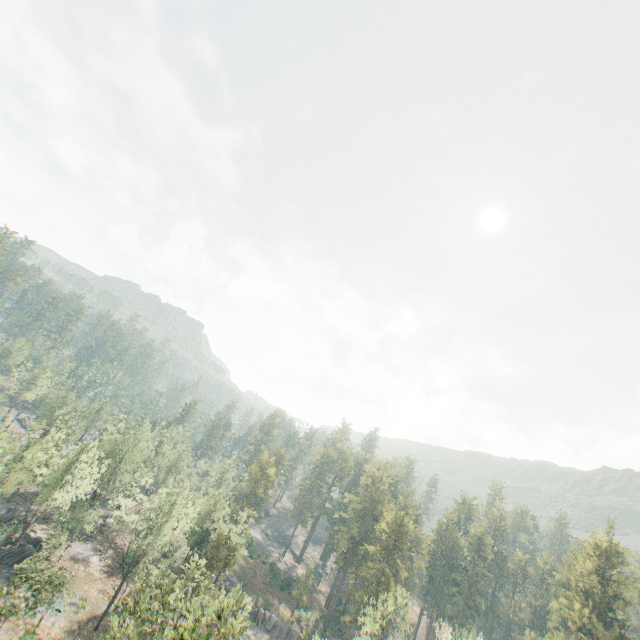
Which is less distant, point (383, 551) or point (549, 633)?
point (383, 551)

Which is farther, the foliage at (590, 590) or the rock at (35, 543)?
the foliage at (590, 590)

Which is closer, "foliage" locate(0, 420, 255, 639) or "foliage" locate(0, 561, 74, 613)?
"foliage" locate(0, 420, 255, 639)

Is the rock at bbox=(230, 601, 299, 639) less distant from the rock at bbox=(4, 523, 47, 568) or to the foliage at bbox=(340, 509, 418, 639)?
the foliage at bbox=(340, 509, 418, 639)

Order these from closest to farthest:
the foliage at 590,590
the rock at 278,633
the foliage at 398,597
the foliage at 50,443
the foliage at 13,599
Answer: the foliage at 50,443, the foliage at 13,599, the foliage at 398,597, the foliage at 590,590, the rock at 278,633

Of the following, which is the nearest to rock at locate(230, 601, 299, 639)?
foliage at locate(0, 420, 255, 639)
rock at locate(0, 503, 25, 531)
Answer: foliage at locate(0, 420, 255, 639)
